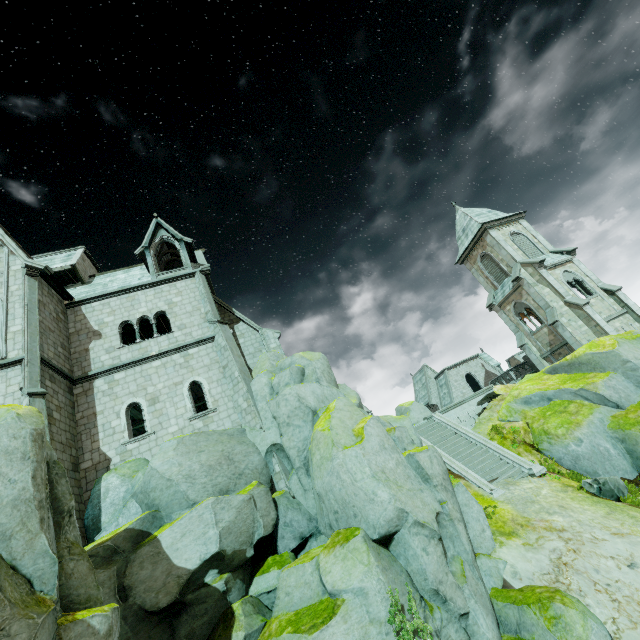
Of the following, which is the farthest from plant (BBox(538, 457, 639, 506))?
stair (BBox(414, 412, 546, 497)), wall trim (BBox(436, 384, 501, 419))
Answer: wall trim (BBox(436, 384, 501, 419))

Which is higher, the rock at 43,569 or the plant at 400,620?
the plant at 400,620

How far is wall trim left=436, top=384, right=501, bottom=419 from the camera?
22.5m

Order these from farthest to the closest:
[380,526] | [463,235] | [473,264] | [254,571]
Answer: [463,235]
[473,264]
[254,571]
[380,526]

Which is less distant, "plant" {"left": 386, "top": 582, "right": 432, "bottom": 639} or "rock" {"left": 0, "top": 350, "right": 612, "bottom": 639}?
"rock" {"left": 0, "top": 350, "right": 612, "bottom": 639}

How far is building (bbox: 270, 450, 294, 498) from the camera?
14.38m

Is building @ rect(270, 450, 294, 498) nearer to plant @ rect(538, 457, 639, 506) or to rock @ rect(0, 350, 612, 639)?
rock @ rect(0, 350, 612, 639)

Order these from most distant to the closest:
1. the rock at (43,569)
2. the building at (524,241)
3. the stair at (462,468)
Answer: the building at (524,241)
the stair at (462,468)
the rock at (43,569)
